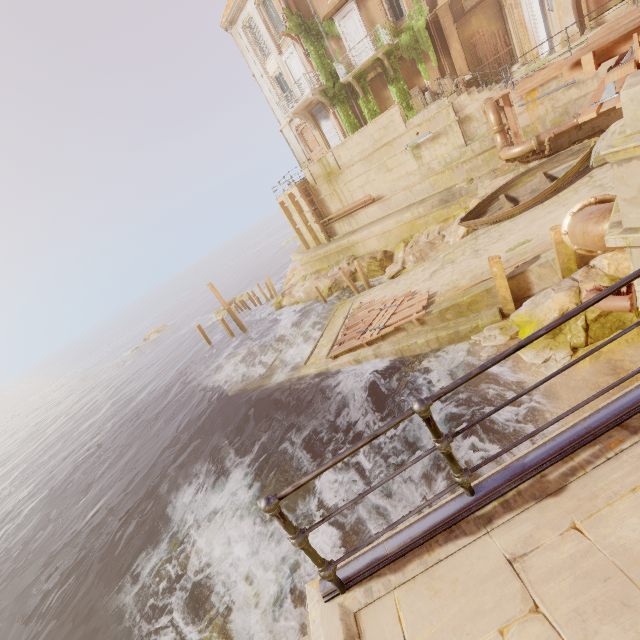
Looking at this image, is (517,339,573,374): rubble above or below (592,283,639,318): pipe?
below

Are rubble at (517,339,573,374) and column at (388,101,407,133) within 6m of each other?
no

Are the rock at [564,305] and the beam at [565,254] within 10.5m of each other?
yes

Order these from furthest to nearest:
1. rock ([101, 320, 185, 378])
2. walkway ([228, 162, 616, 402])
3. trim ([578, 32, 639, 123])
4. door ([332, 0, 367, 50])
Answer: rock ([101, 320, 185, 378]) < door ([332, 0, 367, 50]) < walkway ([228, 162, 616, 402]) < trim ([578, 32, 639, 123])

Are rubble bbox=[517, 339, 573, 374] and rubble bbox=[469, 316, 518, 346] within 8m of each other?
yes

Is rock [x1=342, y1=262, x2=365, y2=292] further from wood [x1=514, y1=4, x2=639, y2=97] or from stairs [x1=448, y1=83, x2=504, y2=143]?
wood [x1=514, y1=4, x2=639, y2=97]

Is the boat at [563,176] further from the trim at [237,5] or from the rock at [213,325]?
the rock at [213,325]

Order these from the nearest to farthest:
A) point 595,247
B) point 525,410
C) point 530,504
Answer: point 530,504
point 595,247
point 525,410
